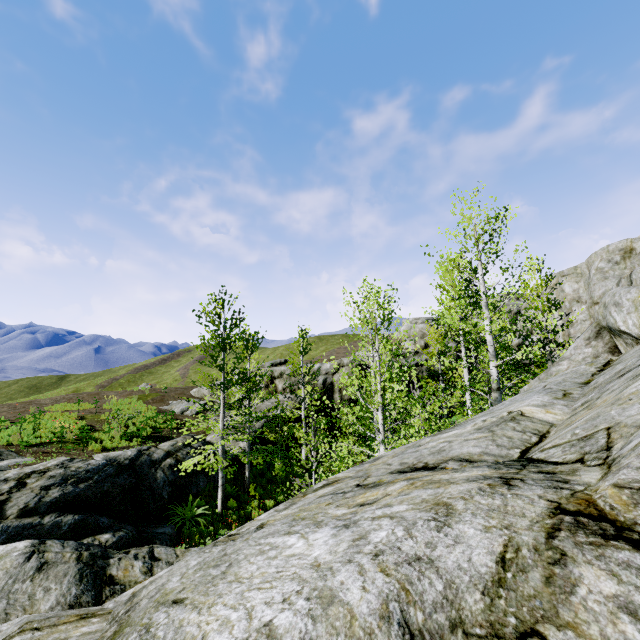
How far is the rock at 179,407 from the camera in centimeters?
2385cm

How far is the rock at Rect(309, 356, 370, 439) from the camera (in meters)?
27.83

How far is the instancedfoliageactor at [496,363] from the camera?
9.7 meters

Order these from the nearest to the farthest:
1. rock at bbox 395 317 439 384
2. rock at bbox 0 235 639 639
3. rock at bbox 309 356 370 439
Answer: rock at bbox 0 235 639 639 → rock at bbox 309 356 370 439 → rock at bbox 395 317 439 384

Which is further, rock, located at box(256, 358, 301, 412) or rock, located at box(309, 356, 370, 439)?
rock, located at box(309, 356, 370, 439)

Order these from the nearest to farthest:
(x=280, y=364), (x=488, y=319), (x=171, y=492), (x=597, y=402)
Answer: (x=597, y=402) → (x=488, y=319) → (x=171, y=492) → (x=280, y=364)
